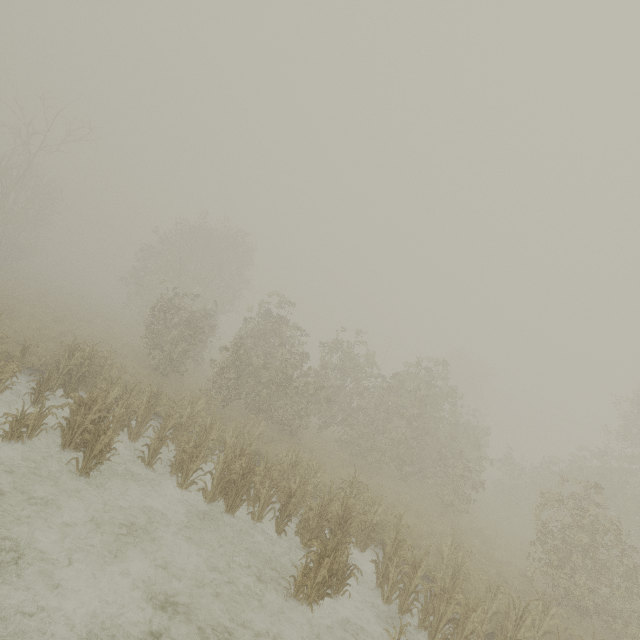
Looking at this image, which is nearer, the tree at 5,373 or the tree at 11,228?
the tree at 5,373

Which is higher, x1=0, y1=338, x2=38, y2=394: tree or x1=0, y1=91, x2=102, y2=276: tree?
x1=0, y1=91, x2=102, y2=276: tree

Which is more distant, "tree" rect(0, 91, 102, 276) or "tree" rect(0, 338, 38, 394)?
"tree" rect(0, 91, 102, 276)

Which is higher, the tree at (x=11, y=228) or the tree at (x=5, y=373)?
the tree at (x=11, y=228)

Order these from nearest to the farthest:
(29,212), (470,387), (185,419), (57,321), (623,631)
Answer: (623,631), (185,419), (57,321), (29,212), (470,387)
